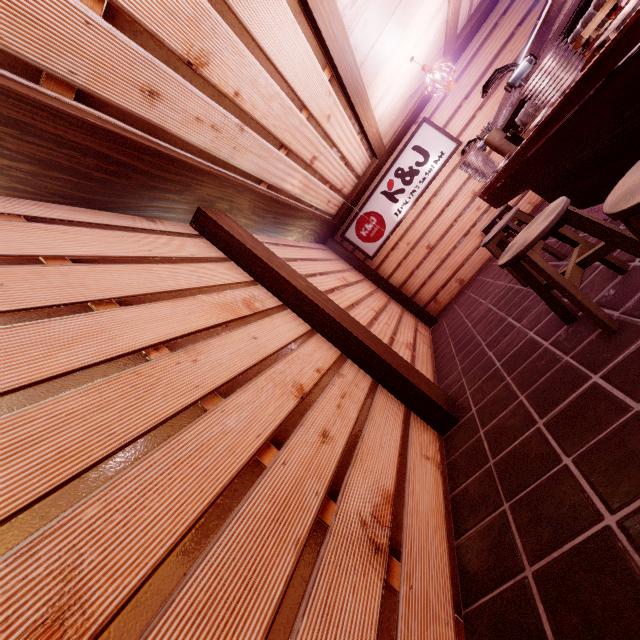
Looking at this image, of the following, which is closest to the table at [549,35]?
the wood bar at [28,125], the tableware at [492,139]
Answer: the tableware at [492,139]

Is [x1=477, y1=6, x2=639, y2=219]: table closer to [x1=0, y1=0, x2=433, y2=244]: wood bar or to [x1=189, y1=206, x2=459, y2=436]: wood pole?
[x1=0, y1=0, x2=433, y2=244]: wood bar

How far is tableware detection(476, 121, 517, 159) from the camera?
5.9 meters

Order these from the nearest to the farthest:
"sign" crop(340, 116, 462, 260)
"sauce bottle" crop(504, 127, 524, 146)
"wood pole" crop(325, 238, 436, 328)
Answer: "sauce bottle" crop(504, 127, 524, 146) → "sign" crop(340, 116, 462, 260) → "wood pole" crop(325, 238, 436, 328)

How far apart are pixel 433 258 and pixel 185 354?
11.13m

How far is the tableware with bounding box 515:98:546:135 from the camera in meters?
4.5

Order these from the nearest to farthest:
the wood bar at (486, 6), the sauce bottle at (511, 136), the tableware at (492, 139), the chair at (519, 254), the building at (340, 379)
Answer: the building at (340, 379)
the chair at (519, 254)
the sauce bottle at (511, 136)
the tableware at (492, 139)
the wood bar at (486, 6)

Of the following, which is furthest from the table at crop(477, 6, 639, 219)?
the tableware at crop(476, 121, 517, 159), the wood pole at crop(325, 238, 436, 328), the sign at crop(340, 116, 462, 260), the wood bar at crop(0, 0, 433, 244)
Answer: the wood pole at crop(325, 238, 436, 328)
